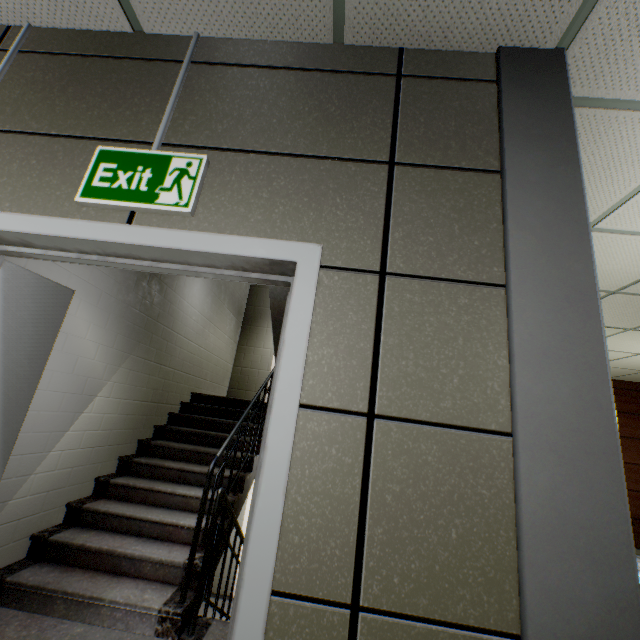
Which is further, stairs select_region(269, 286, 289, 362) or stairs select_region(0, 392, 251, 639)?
stairs select_region(269, 286, 289, 362)

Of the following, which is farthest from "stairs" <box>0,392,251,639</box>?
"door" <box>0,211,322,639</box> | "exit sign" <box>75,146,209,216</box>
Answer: "exit sign" <box>75,146,209,216</box>

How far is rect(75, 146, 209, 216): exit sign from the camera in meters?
1.3

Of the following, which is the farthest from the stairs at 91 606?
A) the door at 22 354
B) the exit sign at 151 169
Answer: the exit sign at 151 169

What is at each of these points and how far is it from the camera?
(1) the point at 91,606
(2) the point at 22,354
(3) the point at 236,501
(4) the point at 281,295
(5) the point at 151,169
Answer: (1) stairs, 2.29m
(2) door, 1.57m
(3) stairs, 3.34m
(4) stairs, 3.69m
(5) exit sign, 1.30m

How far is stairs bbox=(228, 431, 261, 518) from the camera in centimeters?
337cm

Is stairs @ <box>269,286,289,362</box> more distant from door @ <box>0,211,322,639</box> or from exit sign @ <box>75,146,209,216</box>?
exit sign @ <box>75,146,209,216</box>

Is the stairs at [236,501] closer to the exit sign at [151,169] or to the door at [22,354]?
the door at [22,354]
